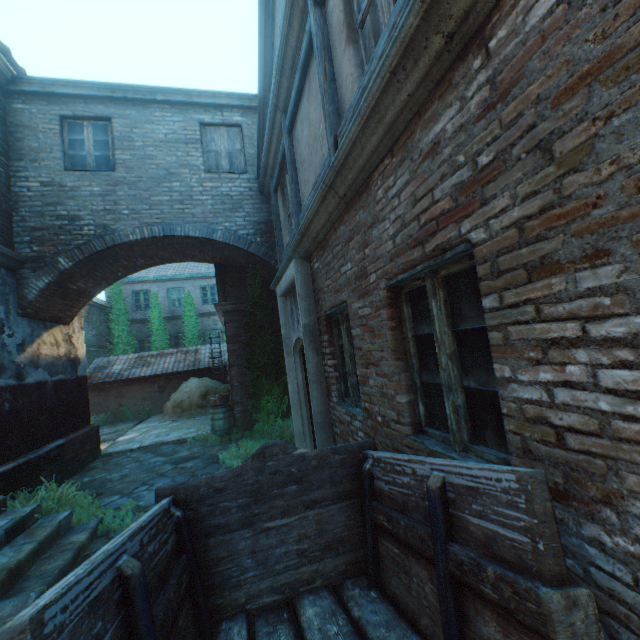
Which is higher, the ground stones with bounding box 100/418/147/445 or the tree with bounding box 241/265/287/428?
the tree with bounding box 241/265/287/428

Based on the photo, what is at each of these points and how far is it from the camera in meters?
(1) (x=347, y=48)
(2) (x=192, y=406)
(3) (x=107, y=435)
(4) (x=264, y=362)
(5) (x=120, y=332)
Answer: (1) building, 3.0 m
(2) straw pile, 13.8 m
(3) ground stones, 12.4 m
(4) tree, 8.3 m
(5) tree, 18.6 m

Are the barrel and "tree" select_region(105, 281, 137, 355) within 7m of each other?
no

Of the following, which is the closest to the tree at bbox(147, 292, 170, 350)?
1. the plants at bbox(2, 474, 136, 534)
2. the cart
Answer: the plants at bbox(2, 474, 136, 534)

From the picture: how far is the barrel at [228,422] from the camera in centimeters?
935cm

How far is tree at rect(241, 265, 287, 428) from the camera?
8.38m

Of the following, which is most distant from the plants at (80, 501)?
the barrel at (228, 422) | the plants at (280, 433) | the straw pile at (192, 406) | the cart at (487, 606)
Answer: the straw pile at (192, 406)

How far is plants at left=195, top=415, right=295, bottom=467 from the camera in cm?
717
